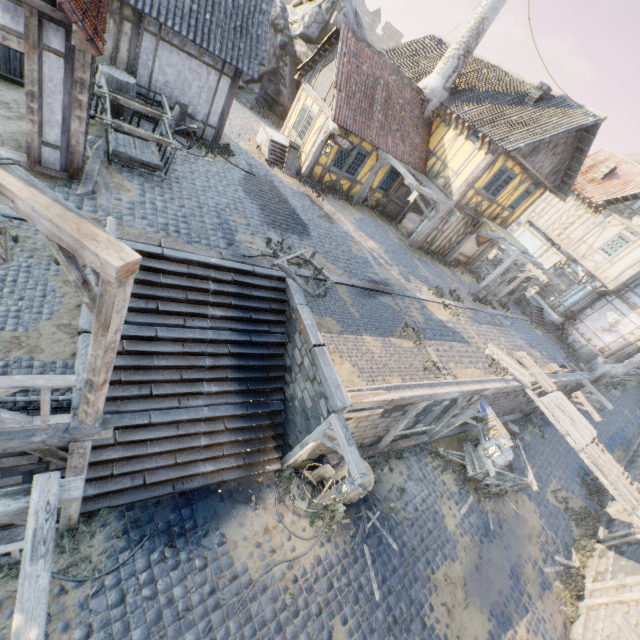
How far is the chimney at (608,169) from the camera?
21.2 meters

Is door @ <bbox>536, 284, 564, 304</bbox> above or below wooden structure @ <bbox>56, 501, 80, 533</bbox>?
above

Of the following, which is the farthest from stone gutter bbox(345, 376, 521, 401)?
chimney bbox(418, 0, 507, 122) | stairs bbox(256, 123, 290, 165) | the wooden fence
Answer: chimney bbox(418, 0, 507, 122)

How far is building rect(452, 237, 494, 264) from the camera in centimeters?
1945cm

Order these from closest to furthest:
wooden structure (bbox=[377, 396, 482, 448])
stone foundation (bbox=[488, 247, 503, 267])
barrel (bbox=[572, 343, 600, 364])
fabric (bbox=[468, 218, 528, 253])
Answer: wooden structure (bbox=[377, 396, 482, 448]) < fabric (bbox=[468, 218, 528, 253]) < barrel (bbox=[572, 343, 600, 364]) < stone foundation (bbox=[488, 247, 503, 267])

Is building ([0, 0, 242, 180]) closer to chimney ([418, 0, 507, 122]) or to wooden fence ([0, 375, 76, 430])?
wooden fence ([0, 375, 76, 430])

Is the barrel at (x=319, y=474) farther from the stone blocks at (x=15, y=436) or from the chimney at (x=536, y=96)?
the chimney at (x=536, y=96)

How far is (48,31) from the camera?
5.5m
